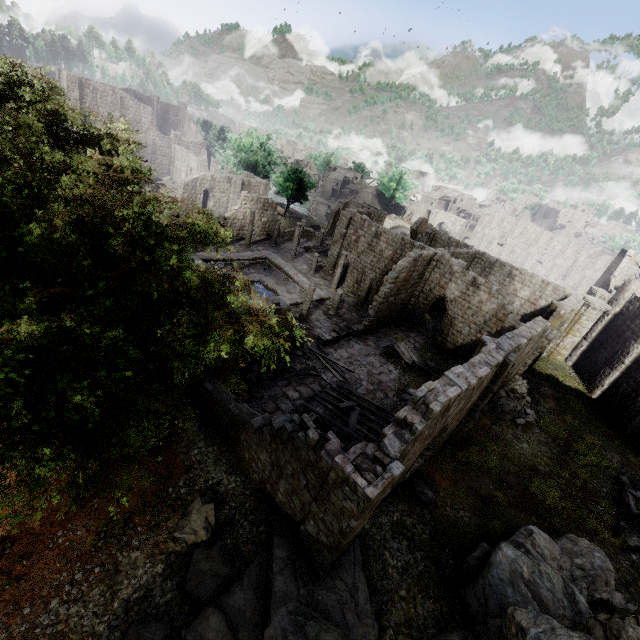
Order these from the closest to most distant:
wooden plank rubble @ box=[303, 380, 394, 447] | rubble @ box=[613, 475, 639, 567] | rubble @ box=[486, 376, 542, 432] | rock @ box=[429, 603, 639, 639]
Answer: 1. rock @ box=[429, 603, 639, 639]
2. rubble @ box=[613, 475, 639, 567]
3. wooden plank rubble @ box=[303, 380, 394, 447]
4. rubble @ box=[486, 376, 542, 432]

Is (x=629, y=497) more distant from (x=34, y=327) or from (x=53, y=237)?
(x=53, y=237)

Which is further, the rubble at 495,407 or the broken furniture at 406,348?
the broken furniture at 406,348

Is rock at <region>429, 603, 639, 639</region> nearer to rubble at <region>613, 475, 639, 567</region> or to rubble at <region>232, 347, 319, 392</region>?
rubble at <region>613, 475, 639, 567</region>

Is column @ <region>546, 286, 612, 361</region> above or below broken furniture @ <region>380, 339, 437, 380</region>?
above

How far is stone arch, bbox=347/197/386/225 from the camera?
51.8 meters

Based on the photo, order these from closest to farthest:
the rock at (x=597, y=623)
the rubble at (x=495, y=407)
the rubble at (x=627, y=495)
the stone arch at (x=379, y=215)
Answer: the rock at (x=597, y=623) < the rubble at (x=627, y=495) < the rubble at (x=495, y=407) < the stone arch at (x=379, y=215)

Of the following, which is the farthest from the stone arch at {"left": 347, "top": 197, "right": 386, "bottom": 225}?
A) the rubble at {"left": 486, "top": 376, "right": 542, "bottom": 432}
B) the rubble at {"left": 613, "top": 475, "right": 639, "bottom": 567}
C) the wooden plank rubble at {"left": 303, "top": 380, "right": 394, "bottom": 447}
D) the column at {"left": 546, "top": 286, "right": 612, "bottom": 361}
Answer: the rubble at {"left": 613, "top": 475, "right": 639, "bottom": 567}
